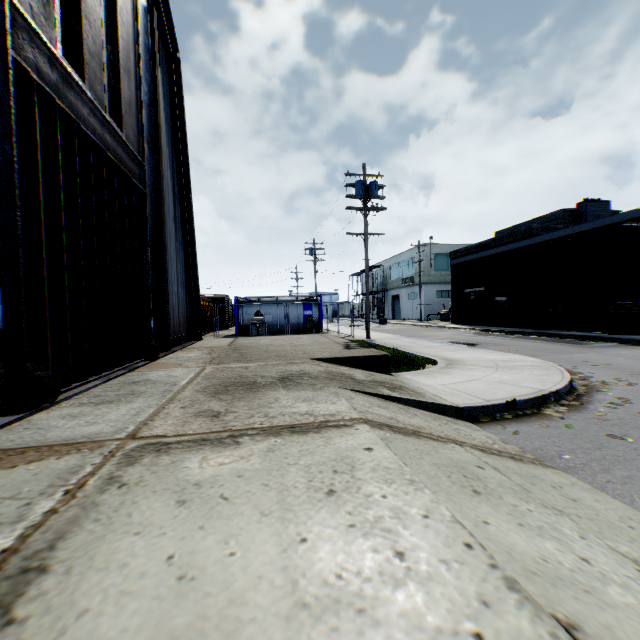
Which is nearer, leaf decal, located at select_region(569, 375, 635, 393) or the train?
leaf decal, located at select_region(569, 375, 635, 393)

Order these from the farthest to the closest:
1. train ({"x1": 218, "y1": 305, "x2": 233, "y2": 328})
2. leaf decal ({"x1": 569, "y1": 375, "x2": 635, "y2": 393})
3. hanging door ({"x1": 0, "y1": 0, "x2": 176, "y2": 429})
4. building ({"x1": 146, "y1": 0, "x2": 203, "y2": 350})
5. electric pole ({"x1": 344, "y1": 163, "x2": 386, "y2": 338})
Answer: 1. train ({"x1": 218, "y1": 305, "x2": 233, "y2": 328})
2. electric pole ({"x1": 344, "y1": 163, "x2": 386, "y2": 338})
3. building ({"x1": 146, "y1": 0, "x2": 203, "y2": 350})
4. leaf decal ({"x1": 569, "y1": 375, "x2": 635, "y2": 393})
5. hanging door ({"x1": 0, "y1": 0, "x2": 176, "y2": 429})

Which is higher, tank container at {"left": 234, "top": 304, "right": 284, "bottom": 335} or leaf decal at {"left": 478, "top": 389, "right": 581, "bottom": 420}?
tank container at {"left": 234, "top": 304, "right": 284, "bottom": 335}

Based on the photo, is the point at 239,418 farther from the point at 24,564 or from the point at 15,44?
the point at 15,44

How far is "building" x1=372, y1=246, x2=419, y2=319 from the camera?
43.6 meters

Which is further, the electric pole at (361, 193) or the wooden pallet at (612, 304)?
the electric pole at (361, 193)

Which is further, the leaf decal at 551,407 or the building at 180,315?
the building at 180,315

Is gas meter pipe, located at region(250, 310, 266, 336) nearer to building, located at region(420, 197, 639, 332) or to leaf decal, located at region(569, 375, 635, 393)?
leaf decal, located at region(569, 375, 635, 393)
